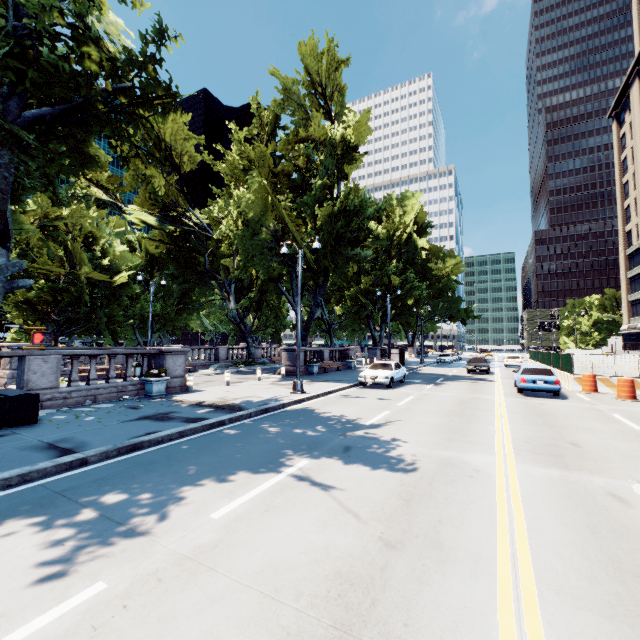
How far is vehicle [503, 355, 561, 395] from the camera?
15.6m

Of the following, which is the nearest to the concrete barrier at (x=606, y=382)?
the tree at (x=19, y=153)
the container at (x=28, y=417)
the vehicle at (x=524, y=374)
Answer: the vehicle at (x=524, y=374)

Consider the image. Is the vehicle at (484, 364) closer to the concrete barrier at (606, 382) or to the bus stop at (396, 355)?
the concrete barrier at (606, 382)

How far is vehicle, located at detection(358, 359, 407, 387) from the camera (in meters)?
18.22

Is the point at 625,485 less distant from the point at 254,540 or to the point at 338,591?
the point at 338,591

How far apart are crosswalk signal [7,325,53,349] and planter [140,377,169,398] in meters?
8.0

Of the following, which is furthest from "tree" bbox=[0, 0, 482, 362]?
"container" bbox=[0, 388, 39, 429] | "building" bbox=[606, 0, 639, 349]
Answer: "building" bbox=[606, 0, 639, 349]

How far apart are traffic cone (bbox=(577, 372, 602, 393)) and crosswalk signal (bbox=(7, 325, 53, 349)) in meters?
22.9
